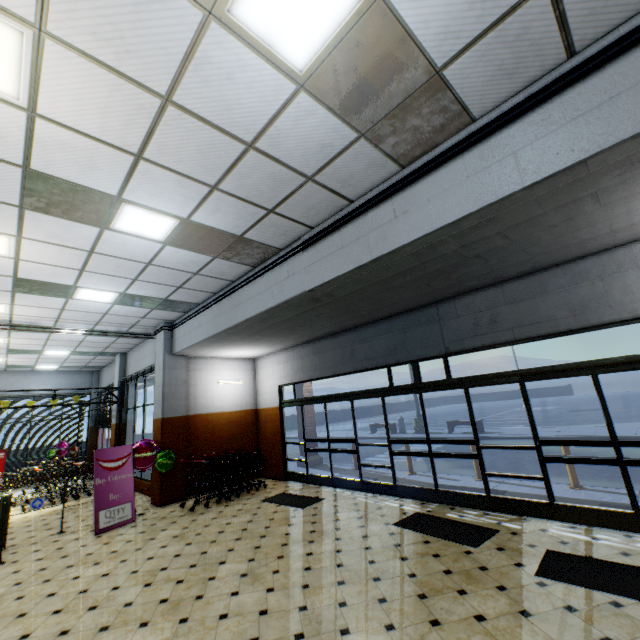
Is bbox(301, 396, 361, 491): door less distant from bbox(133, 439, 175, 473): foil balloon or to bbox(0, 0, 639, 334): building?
bbox(0, 0, 639, 334): building

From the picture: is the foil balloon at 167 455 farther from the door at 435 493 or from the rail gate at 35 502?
the door at 435 493

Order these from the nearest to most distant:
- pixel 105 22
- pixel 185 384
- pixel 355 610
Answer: pixel 105 22
pixel 355 610
pixel 185 384

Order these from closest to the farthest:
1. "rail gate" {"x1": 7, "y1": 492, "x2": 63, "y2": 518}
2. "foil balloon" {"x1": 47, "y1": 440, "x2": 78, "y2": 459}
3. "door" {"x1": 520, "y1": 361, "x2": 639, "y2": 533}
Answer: "door" {"x1": 520, "y1": 361, "x2": 639, "y2": 533} → "rail gate" {"x1": 7, "y1": 492, "x2": 63, "y2": 518} → "foil balloon" {"x1": 47, "y1": 440, "x2": 78, "y2": 459}

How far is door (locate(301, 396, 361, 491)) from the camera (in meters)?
8.10

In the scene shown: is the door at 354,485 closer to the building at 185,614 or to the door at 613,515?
the building at 185,614

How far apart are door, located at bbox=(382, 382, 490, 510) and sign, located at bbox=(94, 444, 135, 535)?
6.0 meters

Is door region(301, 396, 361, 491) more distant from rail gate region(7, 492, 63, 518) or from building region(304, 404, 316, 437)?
rail gate region(7, 492, 63, 518)
